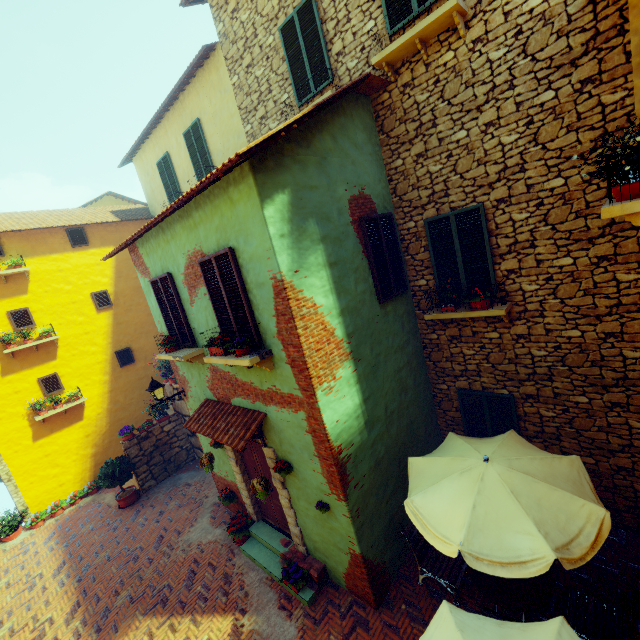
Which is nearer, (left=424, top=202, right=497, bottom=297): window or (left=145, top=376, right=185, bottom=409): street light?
(left=424, top=202, right=497, bottom=297): window

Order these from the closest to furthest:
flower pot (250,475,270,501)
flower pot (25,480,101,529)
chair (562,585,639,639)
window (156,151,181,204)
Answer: chair (562,585,639,639) → flower pot (250,475,270,501) → flower pot (25,480,101,529) → window (156,151,181,204)

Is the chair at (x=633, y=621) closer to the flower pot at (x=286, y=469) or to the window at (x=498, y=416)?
the window at (x=498, y=416)

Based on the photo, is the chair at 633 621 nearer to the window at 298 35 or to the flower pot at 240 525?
the flower pot at 240 525

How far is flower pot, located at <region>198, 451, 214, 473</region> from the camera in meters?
7.4 m

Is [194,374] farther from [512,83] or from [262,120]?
[512,83]

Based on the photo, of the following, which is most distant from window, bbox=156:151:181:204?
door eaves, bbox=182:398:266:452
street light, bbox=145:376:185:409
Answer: door eaves, bbox=182:398:266:452

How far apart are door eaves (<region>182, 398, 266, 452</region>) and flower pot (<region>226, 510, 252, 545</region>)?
2.40m
